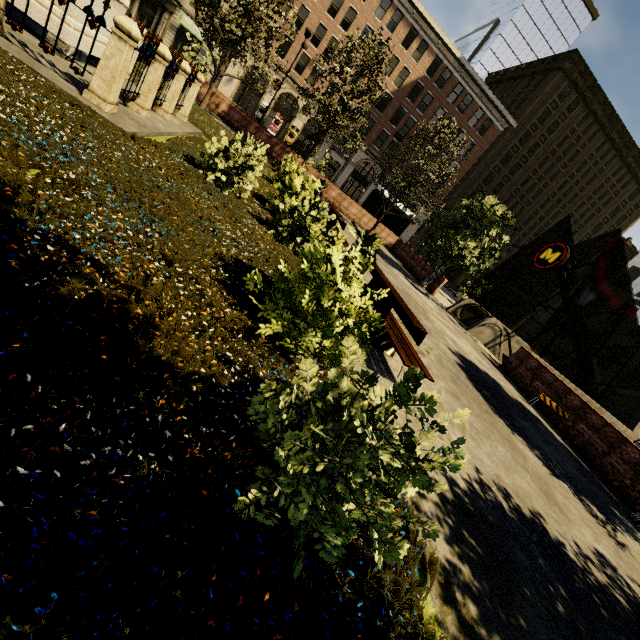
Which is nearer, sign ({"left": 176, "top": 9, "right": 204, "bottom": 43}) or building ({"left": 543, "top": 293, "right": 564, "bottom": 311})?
sign ({"left": 176, "top": 9, "right": 204, "bottom": 43})

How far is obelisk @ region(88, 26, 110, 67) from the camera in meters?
7.0

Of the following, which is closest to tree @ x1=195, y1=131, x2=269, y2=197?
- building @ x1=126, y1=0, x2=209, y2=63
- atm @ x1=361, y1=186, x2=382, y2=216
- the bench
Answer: atm @ x1=361, y1=186, x2=382, y2=216

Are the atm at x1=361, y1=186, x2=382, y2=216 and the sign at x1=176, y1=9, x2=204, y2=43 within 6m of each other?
no

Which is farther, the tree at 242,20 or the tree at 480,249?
the tree at 480,249

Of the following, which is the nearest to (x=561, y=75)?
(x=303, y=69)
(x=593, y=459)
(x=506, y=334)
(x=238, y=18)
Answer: (x=303, y=69)

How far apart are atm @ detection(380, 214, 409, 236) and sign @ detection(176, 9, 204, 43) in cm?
2674

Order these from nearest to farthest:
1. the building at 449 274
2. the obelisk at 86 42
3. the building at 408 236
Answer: the obelisk at 86 42 < the building at 408 236 < the building at 449 274
